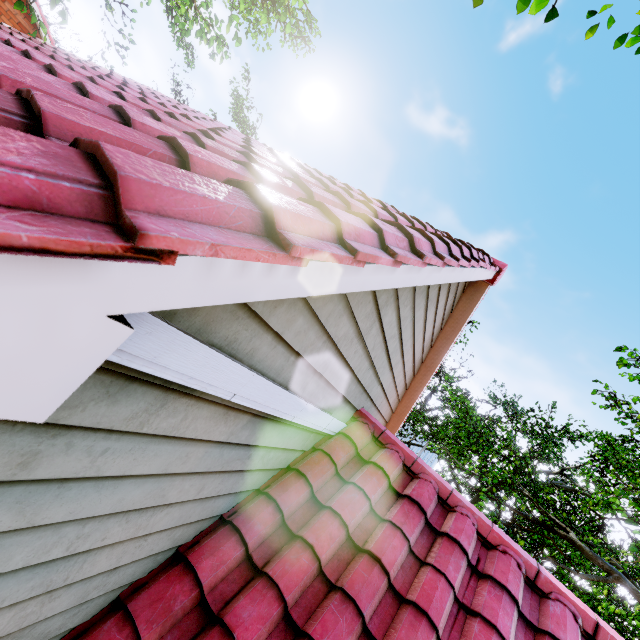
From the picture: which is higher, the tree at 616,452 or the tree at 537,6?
the tree at 537,6

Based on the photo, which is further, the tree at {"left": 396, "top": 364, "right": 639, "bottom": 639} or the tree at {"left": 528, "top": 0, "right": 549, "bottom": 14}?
the tree at {"left": 396, "top": 364, "right": 639, "bottom": 639}

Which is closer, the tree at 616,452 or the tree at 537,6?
the tree at 537,6

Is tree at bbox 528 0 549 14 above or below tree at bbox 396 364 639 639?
above

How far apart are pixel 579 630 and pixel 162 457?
4.2 meters
